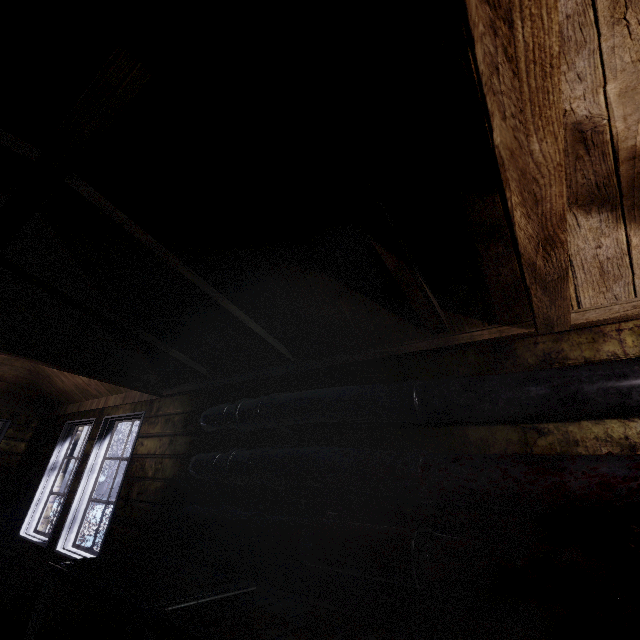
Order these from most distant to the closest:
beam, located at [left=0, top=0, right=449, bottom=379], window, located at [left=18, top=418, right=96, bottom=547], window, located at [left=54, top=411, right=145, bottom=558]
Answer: window, located at [left=18, top=418, right=96, bottom=547]
window, located at [left=54, top=411, right=145, bottom=558]
beam, located at [left=0, top=0, right=449, bottom=379]

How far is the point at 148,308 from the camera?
2.6m

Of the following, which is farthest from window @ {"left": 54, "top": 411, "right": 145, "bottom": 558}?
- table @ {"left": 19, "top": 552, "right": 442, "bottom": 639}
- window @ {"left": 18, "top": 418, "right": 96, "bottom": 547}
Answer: table @ {"left": 19, "top": 552, "right": 442, "bottom": 639}

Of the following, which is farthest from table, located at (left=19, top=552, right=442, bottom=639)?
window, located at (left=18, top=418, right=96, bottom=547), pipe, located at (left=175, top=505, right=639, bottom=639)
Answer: window, located at (left=18, top=418, right=96, bottom=547)

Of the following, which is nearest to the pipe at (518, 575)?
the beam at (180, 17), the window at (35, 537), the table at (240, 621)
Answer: the table at (240, 621)

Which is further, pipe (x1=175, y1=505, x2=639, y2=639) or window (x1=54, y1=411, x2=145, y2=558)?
window (x1=54, y1=411, x2=145, y2=558)

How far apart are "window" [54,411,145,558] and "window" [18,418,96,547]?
0.24m

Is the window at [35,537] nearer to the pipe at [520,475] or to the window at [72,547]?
the window at [72,547]
